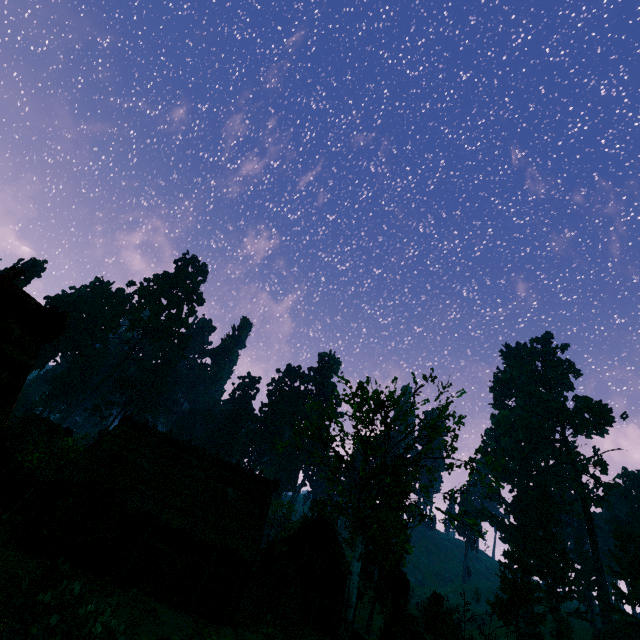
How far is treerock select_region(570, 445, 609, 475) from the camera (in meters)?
55.91

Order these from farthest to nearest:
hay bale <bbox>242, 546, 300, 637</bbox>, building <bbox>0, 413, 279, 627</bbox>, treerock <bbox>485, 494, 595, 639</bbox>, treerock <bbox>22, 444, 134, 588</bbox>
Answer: treerock <bbox>485, 494, 595, 639</bbox>, hay bale <bbox>242, 546, 300, 637</bbox>, building <bbox>0, 413, 279, 627</bbox>, treerock <bbox>22, 444, 134, 588</bbox>

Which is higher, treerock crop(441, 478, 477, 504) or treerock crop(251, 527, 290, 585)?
treerock crop(441, 478, 477, 504)

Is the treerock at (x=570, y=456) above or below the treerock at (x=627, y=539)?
above

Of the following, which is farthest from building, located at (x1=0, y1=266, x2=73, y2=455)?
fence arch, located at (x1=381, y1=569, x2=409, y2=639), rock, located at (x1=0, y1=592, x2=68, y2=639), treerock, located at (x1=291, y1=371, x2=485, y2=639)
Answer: fence arch, located at (x1=381, y1=569, x2=409, y2=639)

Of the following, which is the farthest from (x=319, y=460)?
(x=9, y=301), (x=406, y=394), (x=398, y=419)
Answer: (x=9, y=301)

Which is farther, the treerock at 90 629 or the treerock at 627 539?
the treerock at 627 539
